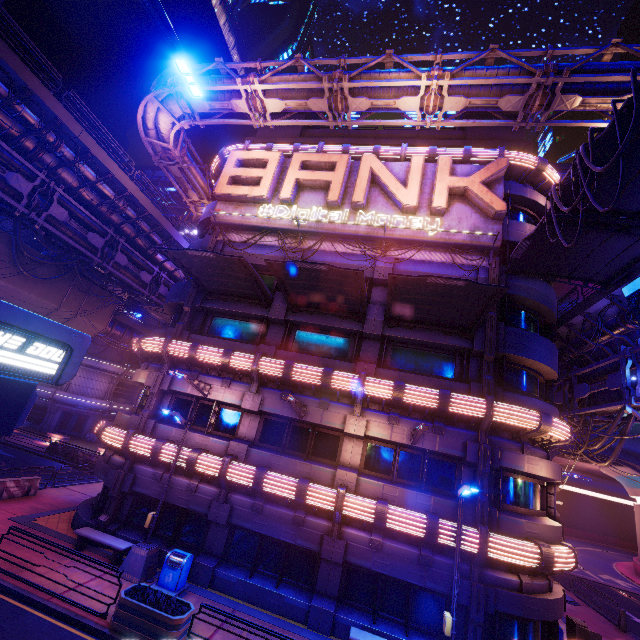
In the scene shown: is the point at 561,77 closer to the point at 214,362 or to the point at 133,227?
the point at 214,362

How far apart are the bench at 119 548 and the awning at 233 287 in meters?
11.3 m

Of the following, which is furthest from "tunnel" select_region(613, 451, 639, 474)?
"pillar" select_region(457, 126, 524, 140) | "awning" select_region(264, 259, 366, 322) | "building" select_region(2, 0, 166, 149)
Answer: "building" select_region(2, 0, 166, 149)

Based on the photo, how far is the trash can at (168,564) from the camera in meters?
11.8

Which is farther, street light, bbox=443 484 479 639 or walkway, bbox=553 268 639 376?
walkway, bbox=553 268 639 376

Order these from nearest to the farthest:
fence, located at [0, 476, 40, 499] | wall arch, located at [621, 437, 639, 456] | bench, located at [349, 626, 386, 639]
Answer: bench, located at [349, 626, 386, 639] → fence, located at [0, 476, 40, 499] → wall arch, located at [621, 437, 639, 456]

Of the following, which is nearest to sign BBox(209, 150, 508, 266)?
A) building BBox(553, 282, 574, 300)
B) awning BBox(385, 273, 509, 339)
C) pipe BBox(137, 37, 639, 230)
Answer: pipe BBox(137, 37, 639, 230)

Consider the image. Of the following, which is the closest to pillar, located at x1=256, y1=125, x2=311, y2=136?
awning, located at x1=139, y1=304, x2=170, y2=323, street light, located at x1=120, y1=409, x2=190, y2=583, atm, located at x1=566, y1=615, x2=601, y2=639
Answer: awning, located at x1=139, y1=304, x2=170, y2=323
